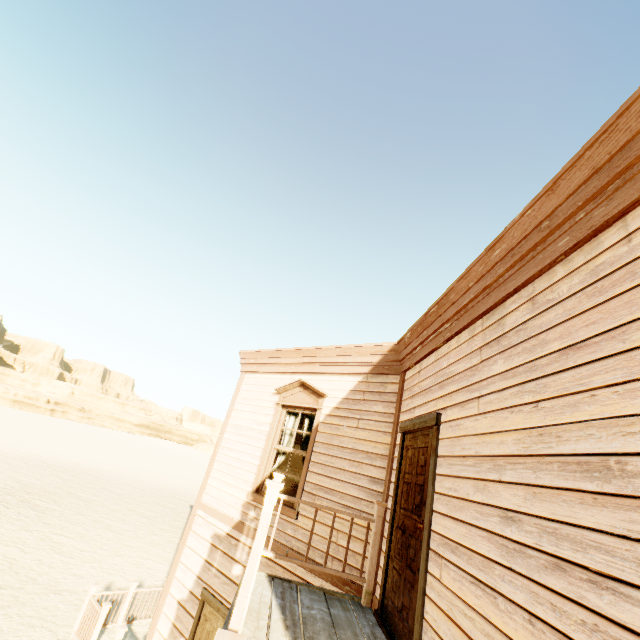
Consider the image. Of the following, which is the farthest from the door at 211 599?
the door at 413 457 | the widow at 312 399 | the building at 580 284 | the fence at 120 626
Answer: the fence at 120 626

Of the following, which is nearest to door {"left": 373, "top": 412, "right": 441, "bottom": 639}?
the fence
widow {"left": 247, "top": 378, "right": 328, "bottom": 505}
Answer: widow {"left": 247, "top": 378, "right": 328, "bottom": 505}

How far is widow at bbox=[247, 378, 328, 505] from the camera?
5.7 meters

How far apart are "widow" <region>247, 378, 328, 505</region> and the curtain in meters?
0.1

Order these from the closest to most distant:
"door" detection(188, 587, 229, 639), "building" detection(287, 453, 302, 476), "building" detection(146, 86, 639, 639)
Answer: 1. "building" detection(146, 86, 639, 639)
2. "door" detection(188, 587, 229, 639)
3. "building" detection(287, 453, 302, 476)

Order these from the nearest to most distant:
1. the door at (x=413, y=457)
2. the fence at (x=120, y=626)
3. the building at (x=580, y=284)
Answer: the building at (x=580, y=284) < the door at (x=413, y=457) < the fence at (x=120, y=626)

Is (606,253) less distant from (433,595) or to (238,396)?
(433,595)
